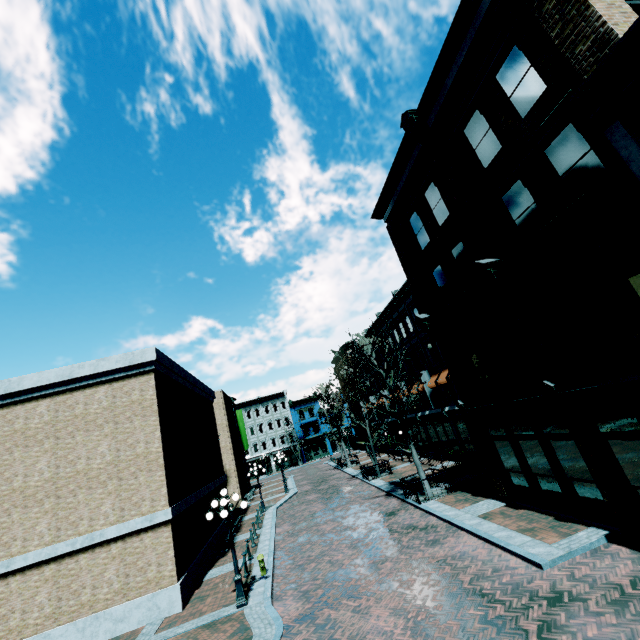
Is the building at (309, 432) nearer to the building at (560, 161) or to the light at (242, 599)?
the building at (560, 161)

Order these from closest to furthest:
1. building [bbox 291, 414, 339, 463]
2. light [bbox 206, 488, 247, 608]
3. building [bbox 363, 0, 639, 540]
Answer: building [bbox 363, 0, 639, 540] → light [bbox 206, 488, 247, 608] → building [bbox 291, 414, 339, 463]

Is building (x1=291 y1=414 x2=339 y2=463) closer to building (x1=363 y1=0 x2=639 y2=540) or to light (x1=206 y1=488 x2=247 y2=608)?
building (x1=363 y1=0 x2=639 y2=540)

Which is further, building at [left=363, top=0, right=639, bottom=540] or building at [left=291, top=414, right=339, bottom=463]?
building at [left=291, top=414, right=339, bottom=463]

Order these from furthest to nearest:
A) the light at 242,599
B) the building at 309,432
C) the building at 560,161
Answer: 1. the building at 309,432
2. the light at 242,599
3. the building at 560,161

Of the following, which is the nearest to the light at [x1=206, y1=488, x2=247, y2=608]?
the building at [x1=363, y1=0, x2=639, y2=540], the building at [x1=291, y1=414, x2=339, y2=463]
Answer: the building at [x1=363, y1=0, x2=639, y2=540]

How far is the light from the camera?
10.9 meters

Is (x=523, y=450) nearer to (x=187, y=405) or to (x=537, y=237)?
(x=537, y=237)
